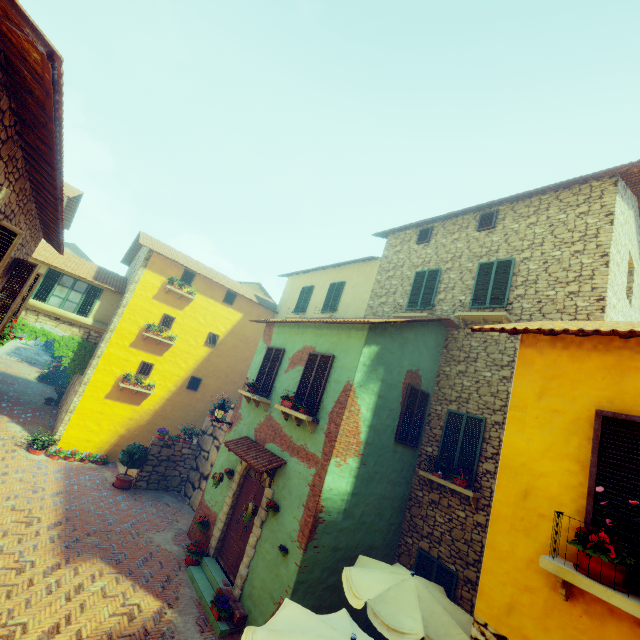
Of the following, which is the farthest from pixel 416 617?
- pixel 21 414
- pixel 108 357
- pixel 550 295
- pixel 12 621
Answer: pixel 21 414

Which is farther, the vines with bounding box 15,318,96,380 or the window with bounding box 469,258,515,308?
the vines with bounding box 15,318,96,380

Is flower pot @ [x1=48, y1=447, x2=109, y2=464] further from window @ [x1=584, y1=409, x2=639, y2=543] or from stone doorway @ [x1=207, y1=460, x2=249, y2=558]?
stone doorway @ [x1=207, y1=460, x2=249, y2=558]

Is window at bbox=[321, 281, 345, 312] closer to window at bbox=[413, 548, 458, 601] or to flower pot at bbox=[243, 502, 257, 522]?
flower pot at bbox=[243, 502, 257, 522]

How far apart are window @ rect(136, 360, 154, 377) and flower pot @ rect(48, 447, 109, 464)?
3.6m

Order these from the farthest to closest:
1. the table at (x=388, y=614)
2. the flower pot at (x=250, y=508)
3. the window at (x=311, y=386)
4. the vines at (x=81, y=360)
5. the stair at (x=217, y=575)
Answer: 1. the vines at (x=81, y=360)
2. the window at (x=311, y=386)
3. the flower pot at (x=250, y=508)
4. the stair at (x=217, y=575)
5. the table at (x=388, y=614)

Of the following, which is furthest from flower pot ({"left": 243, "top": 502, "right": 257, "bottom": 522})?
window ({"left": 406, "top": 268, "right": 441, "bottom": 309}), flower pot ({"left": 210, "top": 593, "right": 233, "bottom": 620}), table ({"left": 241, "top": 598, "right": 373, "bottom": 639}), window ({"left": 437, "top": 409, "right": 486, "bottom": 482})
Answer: window ({"left": 406, "top": 268, "right": 441, "bottom": 309})

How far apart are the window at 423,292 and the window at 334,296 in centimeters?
405cm
